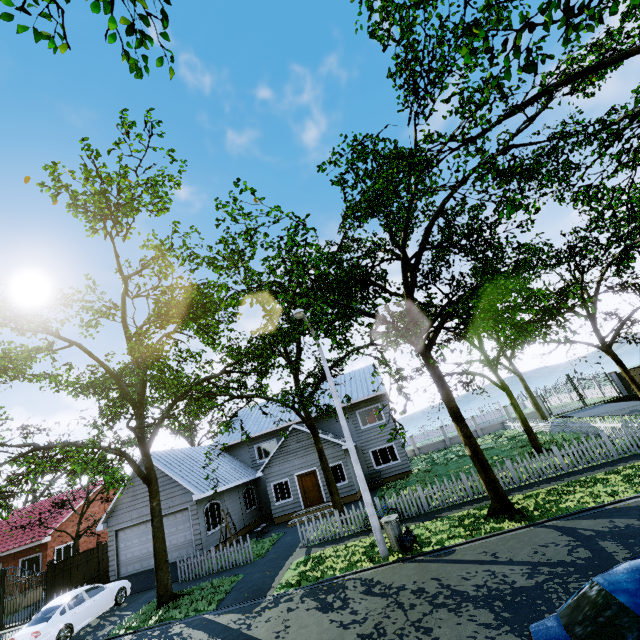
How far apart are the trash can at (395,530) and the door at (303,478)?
11.1m

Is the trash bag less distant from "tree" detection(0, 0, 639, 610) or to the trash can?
the trash can

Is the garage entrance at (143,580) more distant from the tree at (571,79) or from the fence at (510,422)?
the fence at (510,422)

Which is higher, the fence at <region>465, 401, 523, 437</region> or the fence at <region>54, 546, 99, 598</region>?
the fence at <region>54, 546, 99, 598</region>

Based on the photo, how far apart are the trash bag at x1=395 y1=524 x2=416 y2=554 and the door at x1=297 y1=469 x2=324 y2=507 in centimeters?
1114cm

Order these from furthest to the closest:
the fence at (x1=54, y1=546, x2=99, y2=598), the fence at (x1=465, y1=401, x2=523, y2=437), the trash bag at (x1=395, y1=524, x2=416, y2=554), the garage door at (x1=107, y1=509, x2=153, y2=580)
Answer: the fence at (x1=465, y1=401, x2=523, y2=437) < the garage door at (x1=107, y1=509, x2=153, y2=580) < the fence at (x1=54, y1=546, x2=99, y2=598) < the trash bag at (x1=395, y1=524, x2=416, y2=554)

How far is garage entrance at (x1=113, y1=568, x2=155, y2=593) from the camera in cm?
1632

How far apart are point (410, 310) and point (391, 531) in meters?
8.3 m
